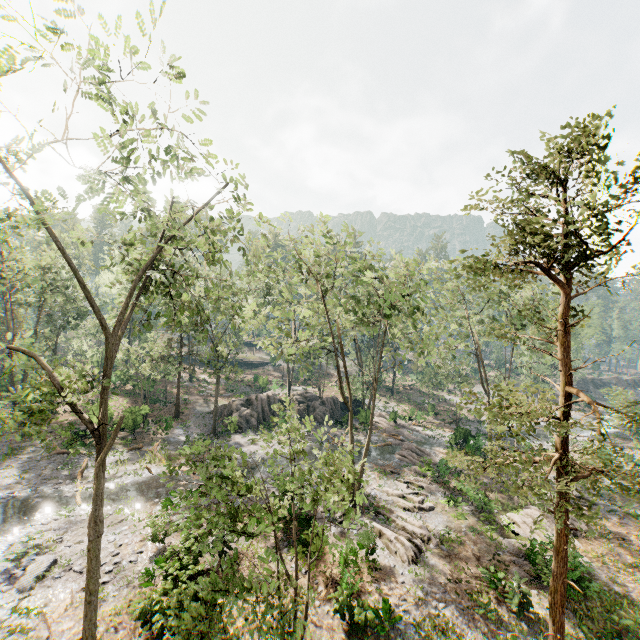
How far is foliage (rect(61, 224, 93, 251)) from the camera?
13.16m

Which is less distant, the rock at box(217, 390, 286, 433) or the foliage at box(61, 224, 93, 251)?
the foliage at box(61, 224, 93, 251)

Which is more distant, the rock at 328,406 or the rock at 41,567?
the rock at 328,406

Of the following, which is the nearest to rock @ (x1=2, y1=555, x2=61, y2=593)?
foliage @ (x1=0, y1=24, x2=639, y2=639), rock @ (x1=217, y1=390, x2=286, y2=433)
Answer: foliage @ (x1=0, y1=24, x2=639, y2=639)

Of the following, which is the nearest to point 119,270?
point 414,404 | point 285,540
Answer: point 285,540

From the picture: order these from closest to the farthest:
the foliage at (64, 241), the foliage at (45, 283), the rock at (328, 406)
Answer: the foliage at (45, 283) < the foliage at (64, 241) < the rock at (328, 406)

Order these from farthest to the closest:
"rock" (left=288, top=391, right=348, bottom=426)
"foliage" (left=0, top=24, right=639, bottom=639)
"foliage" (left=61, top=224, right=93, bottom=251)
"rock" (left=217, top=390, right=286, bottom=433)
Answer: "rock" (left=288, top=391, right=348, bottom=426) → "rock" (left=217, top=390, right=286, bottom=433) → "foliage" (left=61, top=224, right=93, bottom=251) → "foliage" (left=0, top=24, right=639, bottom=639)
